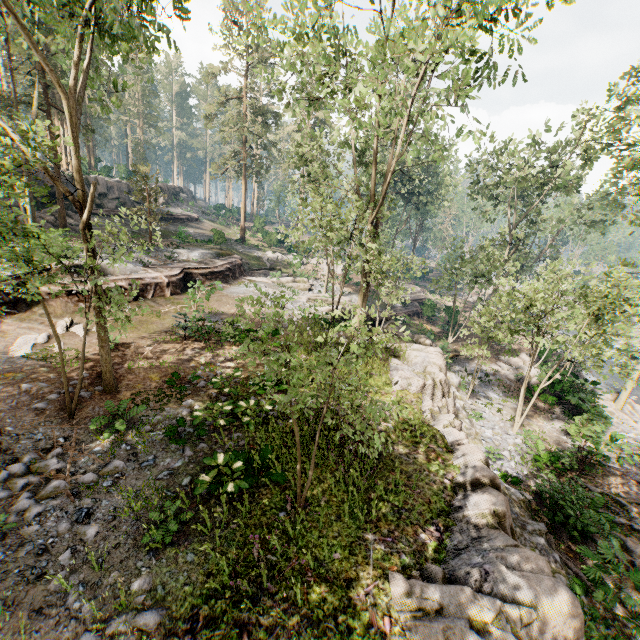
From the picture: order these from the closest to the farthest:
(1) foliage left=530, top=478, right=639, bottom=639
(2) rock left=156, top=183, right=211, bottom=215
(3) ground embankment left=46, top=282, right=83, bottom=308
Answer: (1) foliage left=530, top=478, right=639, bottom=639, (3) ground embankment left=46, top=282, right=83, bottom=308, (2) rock left=156, top=183, right=211, bottom=215

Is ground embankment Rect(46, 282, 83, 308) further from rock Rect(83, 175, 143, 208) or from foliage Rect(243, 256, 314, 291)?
rock Rect(83, 175, 143, 208)

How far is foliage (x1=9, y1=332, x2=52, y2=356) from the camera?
12.3m

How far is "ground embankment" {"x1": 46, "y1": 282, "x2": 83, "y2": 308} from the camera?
16.6m

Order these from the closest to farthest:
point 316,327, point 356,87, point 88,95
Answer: point 356,87 → point 316,327 → point 88,95

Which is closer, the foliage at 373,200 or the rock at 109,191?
the foliage at 373,200

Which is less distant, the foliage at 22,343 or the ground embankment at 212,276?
the foliage at 22,343

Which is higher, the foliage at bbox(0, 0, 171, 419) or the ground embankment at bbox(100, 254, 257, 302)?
the foliage at bbox(0, 0, 171, 419)
